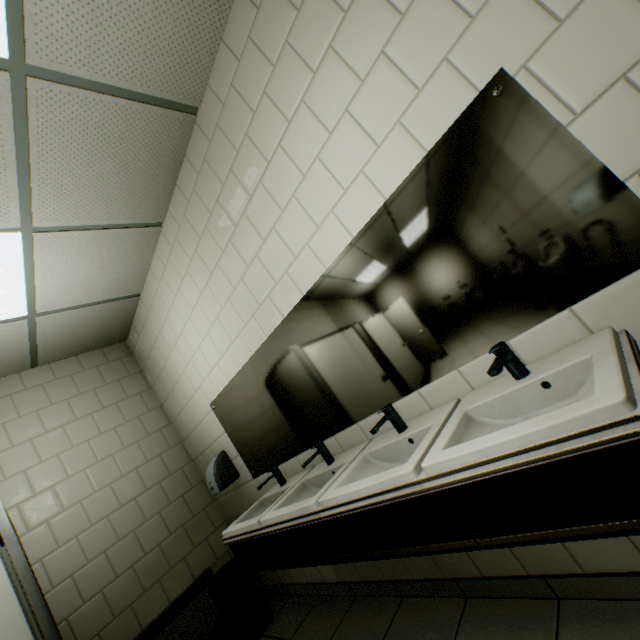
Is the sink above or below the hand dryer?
below

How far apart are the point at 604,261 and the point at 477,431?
0.72m

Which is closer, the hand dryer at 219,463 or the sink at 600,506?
the sink at 600,506

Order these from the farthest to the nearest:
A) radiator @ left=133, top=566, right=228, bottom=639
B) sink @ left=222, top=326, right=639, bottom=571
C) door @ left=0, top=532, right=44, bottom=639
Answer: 1. radiator @ left=133, top=566, right=228, bottom=639
2. door @ left=0, top=532, right=44, bottom=639
3. sink @ left=222, top=326, right=639, bottom=571

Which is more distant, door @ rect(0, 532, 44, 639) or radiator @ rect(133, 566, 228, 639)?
radiator @ rect(133, 566, 228, 639)

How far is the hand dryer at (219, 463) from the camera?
3.0 meters

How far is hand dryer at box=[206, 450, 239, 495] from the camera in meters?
3.0

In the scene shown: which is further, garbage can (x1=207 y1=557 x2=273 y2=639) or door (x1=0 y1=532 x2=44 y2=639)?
garbage can (x1=207 y1=557 x2=273 y2=639)
